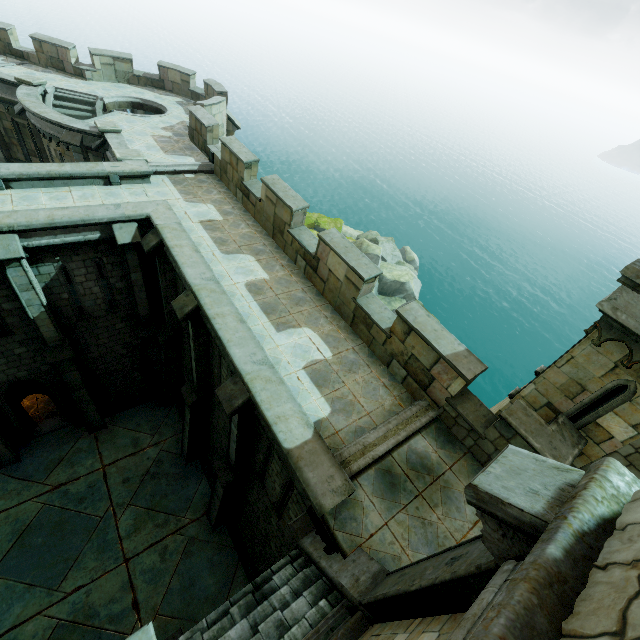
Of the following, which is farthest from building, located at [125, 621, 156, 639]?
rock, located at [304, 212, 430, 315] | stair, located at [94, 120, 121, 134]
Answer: stair, located at [94, 120, 121, 134]

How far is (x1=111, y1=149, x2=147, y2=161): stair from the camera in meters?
12.9

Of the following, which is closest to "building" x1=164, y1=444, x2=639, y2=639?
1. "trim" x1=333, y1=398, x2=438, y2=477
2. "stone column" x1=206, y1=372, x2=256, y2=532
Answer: "trim" x1=333, y1=398, x2=438, y2=477

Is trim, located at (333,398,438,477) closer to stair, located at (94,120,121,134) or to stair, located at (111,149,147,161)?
stair, located at (111,149,147,161)

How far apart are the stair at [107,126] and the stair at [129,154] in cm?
201

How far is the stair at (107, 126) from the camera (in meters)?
14.29

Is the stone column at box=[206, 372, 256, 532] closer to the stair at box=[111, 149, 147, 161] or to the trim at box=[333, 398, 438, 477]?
the trim at box=[333, 398, 438, 477]

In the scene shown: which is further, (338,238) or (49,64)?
(49,64)
